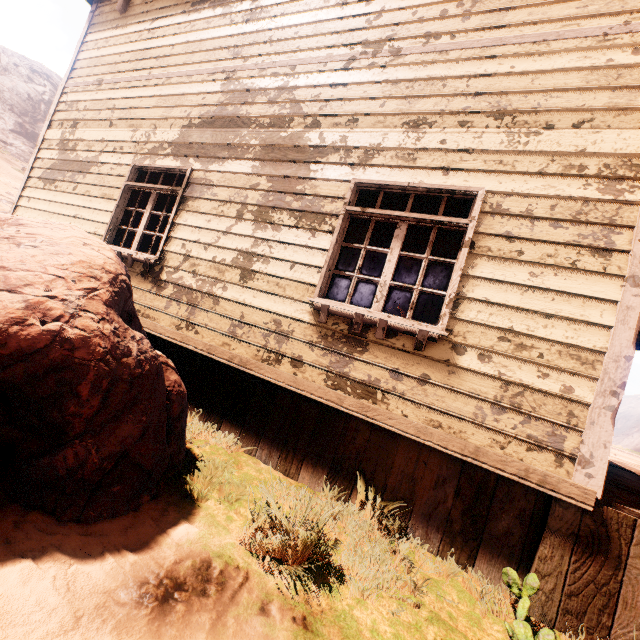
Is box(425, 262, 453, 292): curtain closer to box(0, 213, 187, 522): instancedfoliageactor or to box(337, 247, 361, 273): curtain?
box(337, 247, 361, 273): curtain

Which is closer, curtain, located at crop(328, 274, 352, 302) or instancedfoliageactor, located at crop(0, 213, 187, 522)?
instancedfoliageactor, located at crop(0, 213, 187, 522)

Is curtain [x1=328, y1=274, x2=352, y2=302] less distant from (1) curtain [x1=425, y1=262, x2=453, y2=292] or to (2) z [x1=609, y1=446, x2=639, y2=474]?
(1) curtain [x1=425, y1=262, x2=453, y2=292]

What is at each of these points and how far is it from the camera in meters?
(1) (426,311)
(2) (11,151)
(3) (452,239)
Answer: (1) curtain, 3.3
(2) z, 26.7
(3) curtain, 3.3

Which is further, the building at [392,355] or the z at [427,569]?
the building at [392,355]

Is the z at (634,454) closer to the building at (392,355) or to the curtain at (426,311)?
the building at (392,355)
